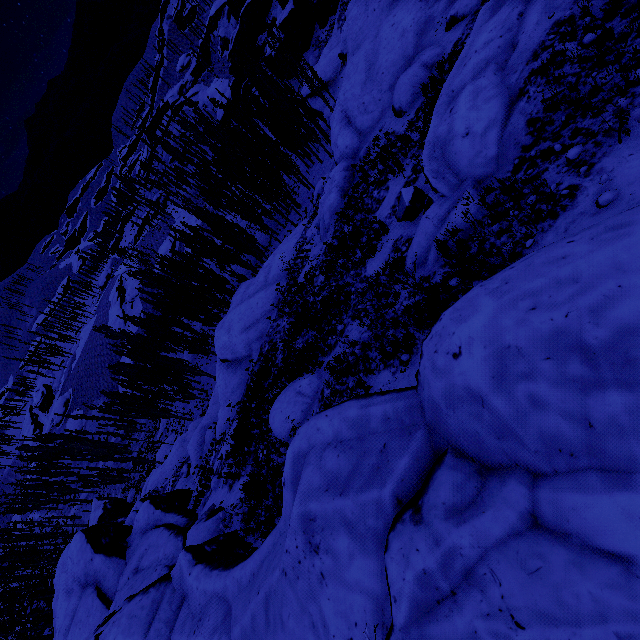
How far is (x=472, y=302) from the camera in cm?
423

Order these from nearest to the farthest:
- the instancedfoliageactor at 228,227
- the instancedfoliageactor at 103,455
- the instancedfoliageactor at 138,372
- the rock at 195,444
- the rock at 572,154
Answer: the rock at 195,444 < the rock at 572,154 < the instancedfoliageactor at 228,227 < the instancedfoliageactor at 138,372 < the instancedfoliageactor at 103,455

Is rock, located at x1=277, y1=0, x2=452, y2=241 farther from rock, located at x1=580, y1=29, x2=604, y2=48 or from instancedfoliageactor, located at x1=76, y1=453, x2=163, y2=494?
instancedfoliageactor, located at x1=76, y1=453, x2=163, y2=494

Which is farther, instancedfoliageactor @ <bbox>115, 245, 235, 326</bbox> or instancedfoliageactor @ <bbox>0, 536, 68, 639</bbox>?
instancedfoliageactor @ <bbox>115, 245, 235, 326</bbox>

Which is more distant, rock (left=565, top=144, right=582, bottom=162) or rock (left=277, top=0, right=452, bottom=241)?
rock (left=277, top=0, right=452, bottom=241)

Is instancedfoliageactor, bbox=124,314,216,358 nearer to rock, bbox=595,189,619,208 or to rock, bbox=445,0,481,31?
rock, bbox=595,189,619,208

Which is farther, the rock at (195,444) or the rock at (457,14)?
the rock at (457,14)
